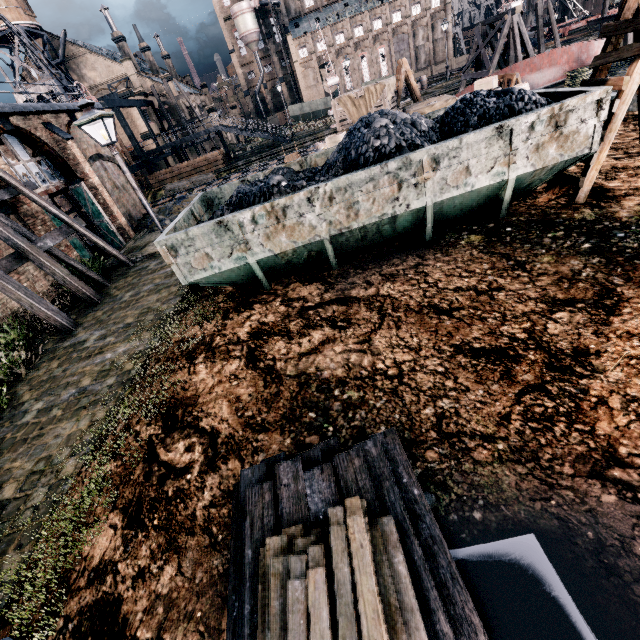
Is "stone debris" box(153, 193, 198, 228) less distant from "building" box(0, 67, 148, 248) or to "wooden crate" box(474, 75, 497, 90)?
"building" box(0, 67, 148, 248)

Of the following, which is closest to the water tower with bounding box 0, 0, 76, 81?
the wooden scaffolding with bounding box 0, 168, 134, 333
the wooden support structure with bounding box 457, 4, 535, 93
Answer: the wooden scaffolding with bounding box 0, 168, 134, 333

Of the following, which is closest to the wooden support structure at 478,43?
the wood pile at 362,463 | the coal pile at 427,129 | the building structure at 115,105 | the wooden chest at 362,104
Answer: the wooden chest at 362,104

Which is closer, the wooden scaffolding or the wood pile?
the wood pile

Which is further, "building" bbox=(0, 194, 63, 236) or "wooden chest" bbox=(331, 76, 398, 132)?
"wooden chest" bbox=(331, 76, 398, 132)

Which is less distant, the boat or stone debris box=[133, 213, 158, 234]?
the boat

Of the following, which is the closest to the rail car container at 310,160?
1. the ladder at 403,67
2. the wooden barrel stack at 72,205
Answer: the ladder at 403,67

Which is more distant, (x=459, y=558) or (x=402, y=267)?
(x=402, y=267)
